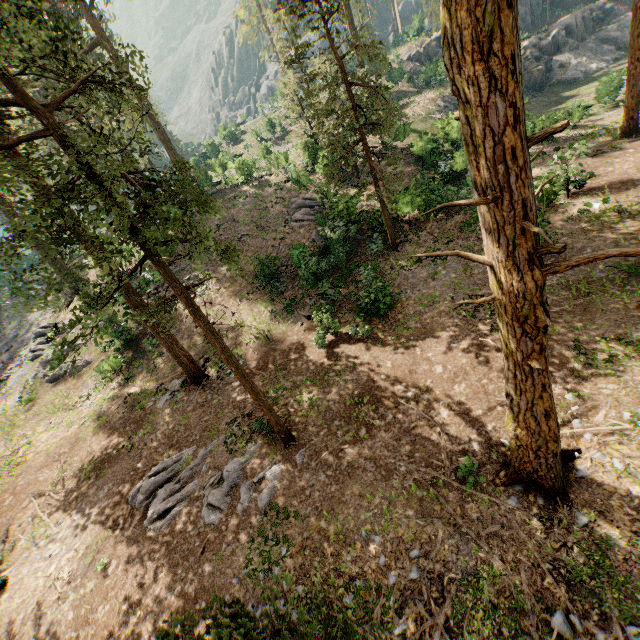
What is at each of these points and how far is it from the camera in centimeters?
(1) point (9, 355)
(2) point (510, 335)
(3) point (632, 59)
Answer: (1) foliage, 2755cm
(2) foliage, 561cm
(3) foliage, 1922cm

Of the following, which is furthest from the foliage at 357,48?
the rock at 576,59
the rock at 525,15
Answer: the rock at 576,59

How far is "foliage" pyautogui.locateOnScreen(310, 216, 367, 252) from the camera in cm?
2087

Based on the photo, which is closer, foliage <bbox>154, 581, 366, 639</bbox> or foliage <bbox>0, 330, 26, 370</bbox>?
foliage <bbox>154, 581, 366, 639</bbox>

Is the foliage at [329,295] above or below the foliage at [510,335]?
below

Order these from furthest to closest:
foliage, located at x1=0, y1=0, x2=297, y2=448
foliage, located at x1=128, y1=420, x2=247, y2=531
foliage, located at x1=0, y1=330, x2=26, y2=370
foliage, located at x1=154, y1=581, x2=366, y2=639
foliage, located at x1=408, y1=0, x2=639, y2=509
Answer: foliage, located at x1=0, y1=330, x2=26, y2=370, foliage, located at x1=128, y1=420, x2=247, y2=531, foliage, located at x1=0, y1=0, x2=297, y2=448, foliage, located at x1=408, y1=0, x2=639, y2=509, foliage, located at x1=154, y1=581, x2=366, y2=639
